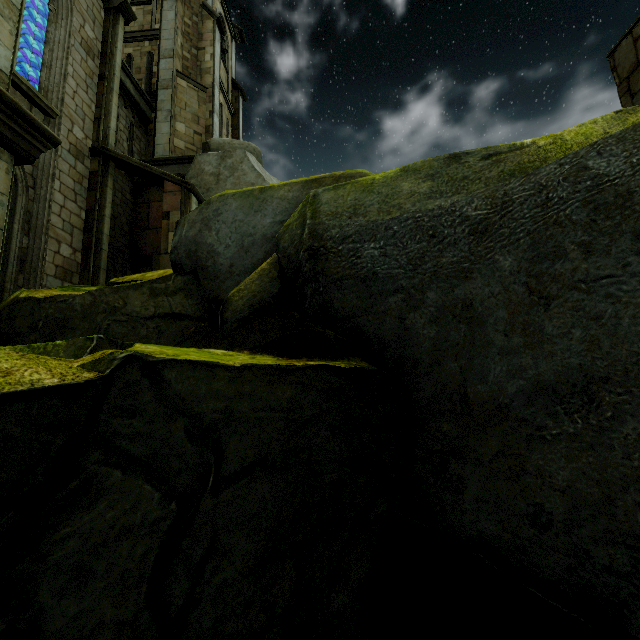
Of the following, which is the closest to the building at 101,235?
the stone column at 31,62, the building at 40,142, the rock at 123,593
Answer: the rock at 123,593

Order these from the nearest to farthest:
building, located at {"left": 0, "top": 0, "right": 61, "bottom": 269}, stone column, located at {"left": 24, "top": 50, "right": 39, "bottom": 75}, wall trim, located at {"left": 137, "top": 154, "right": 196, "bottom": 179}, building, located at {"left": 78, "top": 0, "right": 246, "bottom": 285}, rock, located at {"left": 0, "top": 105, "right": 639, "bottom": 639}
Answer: rock, located at {"left": 0, "top": 105, "right": 639, "bottom": 639}
building, located at {"left": 0, "top": 0, "right": 61, "bottom": 269}
building, located at {"left": 78, "top": 0, "right": 246, "bottom": 285}
stone column, located at {"left": 24, "top": 50, "right": 39, "bottom": 75}
wall trim, located at {"left": 137, "top": 154, "right": 196, "bottom": 179}

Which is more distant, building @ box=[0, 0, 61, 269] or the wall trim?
the wall trim

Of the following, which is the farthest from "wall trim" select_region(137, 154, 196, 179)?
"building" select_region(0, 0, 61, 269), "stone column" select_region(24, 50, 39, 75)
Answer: "stone column" select_region(24, 50, 39, 75)

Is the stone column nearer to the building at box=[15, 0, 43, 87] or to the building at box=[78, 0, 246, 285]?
the building at box=[15, 0, 43, 87]

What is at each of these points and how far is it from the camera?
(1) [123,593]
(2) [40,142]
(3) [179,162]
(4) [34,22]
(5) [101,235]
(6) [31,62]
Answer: (1) rock, 1.19m
(2) building, 4.19m
(3) wall trim, 13.36m
(4) building, 10.88m
(5) building, 10.09m
(6) stone column, 10.97m

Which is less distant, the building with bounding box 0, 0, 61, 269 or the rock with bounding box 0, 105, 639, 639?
the rock with bounding box 0, 105, 639, 639

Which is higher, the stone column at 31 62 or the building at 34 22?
the building at 34 22
